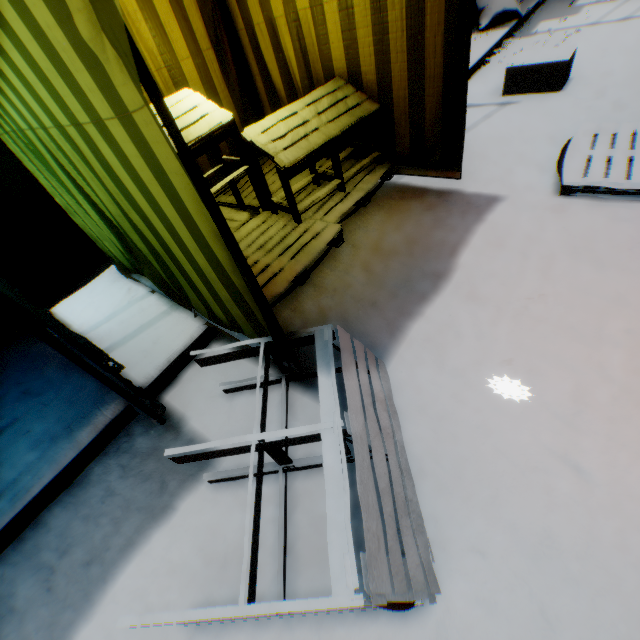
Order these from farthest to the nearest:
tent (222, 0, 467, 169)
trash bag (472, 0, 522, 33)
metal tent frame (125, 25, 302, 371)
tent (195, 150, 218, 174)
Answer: trash bag (472, 0, 522, 33) < tent (195, 150, 218, 174) < tent (222, 0, 467, 169) < metal tent frame (125, 25, 302, 371)

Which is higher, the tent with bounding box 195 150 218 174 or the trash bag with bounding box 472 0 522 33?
the tent with bounding box 195 150 218 174

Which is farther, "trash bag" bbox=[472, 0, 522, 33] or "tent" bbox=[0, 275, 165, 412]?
"trash bag" bbox=[472, 0, 522, 33]

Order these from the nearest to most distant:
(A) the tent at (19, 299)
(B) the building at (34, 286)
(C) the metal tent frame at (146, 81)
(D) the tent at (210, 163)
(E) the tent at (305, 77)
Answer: (C) the metal tent frame at (146, 81)
(A) the tent at (19, 299)
(E) the tent at (305, 77)
(B) the building at (34, 286)
(D) the tent at (210, 163)

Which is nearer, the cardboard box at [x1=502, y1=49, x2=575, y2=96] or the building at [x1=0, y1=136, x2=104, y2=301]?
the building at [x1=0, y1=136, x2=104, y2=301]

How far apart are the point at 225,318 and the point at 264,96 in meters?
3.2 m

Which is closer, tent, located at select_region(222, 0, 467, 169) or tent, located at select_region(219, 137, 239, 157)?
tent, located at select_region(222, 0, 467, 169)

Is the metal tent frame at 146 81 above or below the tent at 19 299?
above
